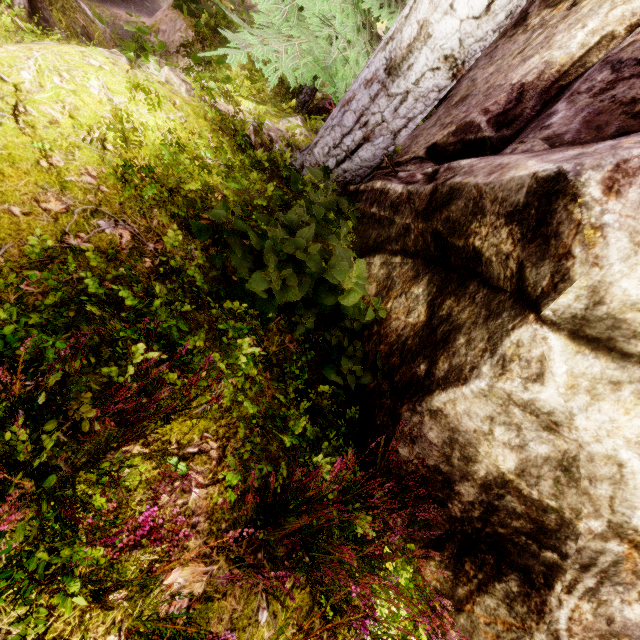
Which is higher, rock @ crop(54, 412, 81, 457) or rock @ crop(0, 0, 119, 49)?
rock @ crop(54, 412, 81, 457)

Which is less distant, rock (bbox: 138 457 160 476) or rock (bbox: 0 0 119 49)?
rock (bbox: 138 457 160 476)

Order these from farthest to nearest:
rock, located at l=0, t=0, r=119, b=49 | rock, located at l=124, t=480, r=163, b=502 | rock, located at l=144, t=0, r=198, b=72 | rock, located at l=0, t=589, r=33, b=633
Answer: rock, located at l=144, t=0, r=198, b=72, rock, located at l=0, t=0, r=119, b=49, rock, located at l=124, t=480, r=163, b=502, rock, located at l=0, t=589, r=33, b=633

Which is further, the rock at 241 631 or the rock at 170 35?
the rock at 170 35

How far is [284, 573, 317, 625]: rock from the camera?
2.1 meters

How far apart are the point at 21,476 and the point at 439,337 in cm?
275
